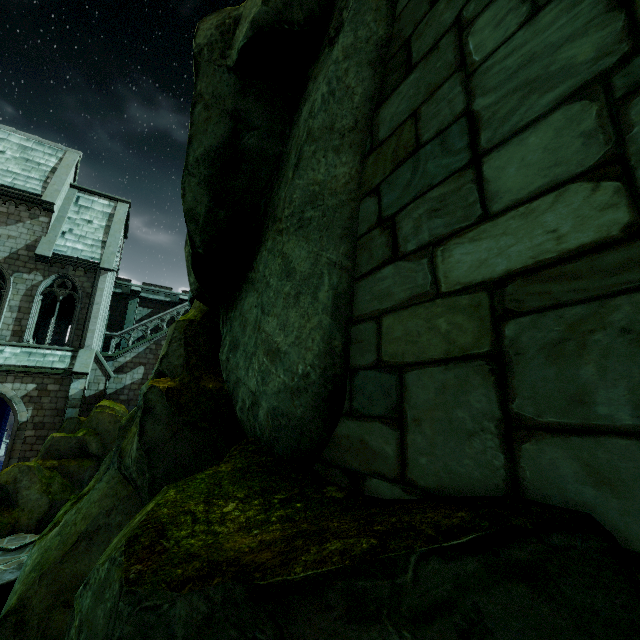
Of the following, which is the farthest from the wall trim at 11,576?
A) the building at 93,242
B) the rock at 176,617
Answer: the building at 93,242

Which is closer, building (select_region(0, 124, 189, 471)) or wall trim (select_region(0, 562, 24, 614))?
wall trim (select_region(0, 562, 24, 614))

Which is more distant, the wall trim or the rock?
the wall trim

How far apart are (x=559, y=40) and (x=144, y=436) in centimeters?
712cm

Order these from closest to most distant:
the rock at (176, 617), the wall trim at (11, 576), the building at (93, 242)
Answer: the rock at (176, 617)
the wall trim at (11, 576)
the building at (93, 242)

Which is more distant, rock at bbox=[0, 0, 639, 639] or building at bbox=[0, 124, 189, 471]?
building at bbox=[0, 124, 189, 471]

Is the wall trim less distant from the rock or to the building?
the rock

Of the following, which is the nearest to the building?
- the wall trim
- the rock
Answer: the rock
